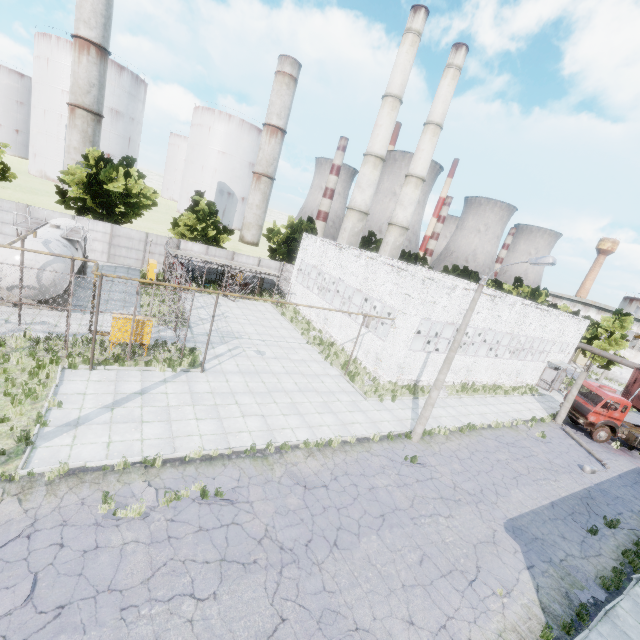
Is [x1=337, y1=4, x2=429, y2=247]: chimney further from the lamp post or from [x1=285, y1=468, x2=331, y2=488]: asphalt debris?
[x1=285, y1=468, x2=331, y2=488]: asphalt debris

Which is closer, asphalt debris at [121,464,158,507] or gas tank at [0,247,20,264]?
asphalt debris at [121,464,158,507]

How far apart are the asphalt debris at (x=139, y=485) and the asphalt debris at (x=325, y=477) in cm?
433

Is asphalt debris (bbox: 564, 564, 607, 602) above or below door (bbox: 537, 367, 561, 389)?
below

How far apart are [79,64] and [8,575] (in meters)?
80.02

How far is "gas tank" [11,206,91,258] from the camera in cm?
1667

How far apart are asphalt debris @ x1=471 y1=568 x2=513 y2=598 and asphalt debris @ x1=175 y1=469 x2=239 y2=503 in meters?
7.5

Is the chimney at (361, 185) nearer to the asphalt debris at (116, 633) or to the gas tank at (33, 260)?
the gas tank at (33, 260)
